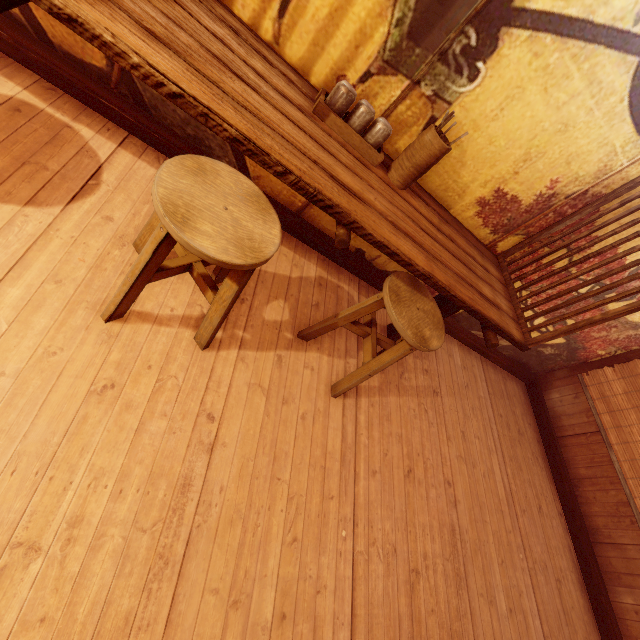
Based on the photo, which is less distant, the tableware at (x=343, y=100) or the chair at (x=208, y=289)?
the chair at (x=208, y=289)

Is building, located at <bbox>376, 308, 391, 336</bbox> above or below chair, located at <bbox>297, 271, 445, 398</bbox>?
below

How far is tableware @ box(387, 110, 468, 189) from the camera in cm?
303

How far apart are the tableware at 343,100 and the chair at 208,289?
1.08m

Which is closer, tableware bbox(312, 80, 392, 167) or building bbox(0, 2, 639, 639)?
building bbox(0, 2, 639, 639)

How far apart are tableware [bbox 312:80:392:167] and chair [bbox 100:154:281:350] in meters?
1.1

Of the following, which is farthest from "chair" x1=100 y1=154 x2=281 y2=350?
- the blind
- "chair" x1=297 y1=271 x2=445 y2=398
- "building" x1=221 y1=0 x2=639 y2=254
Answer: the blind

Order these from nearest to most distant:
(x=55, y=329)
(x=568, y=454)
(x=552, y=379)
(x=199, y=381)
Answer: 1. (x=55, y=329)
2. (x=199, y=381)
3. (x=568, y=454)
4. (x=552, y=379)
